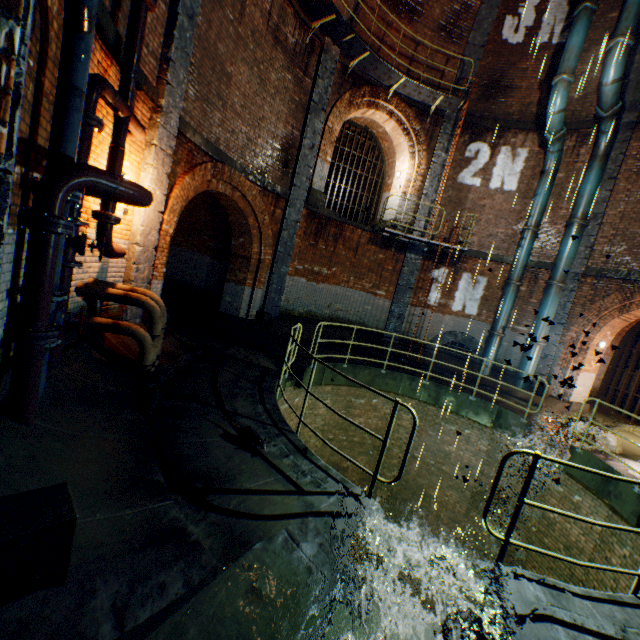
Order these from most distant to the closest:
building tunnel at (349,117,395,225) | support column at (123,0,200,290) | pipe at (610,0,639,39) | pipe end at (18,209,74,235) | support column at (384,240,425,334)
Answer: building tunnel at (349,117,395,225)
support column at (384,240,425,334)
pipe at (610,0,639,39)
support column at (123,0,200,290)
pipe end at (18,209,74,235)

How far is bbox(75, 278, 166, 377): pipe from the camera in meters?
4.9 m

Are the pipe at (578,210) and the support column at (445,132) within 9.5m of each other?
yes

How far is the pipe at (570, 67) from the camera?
9.4 meters

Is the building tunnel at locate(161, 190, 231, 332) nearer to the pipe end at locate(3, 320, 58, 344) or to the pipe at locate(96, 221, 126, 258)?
the pipe at locate(96, 221, 126, 258)

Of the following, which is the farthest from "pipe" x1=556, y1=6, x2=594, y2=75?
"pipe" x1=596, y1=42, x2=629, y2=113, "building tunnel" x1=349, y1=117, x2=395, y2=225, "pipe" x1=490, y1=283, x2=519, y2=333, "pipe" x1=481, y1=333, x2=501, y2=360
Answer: "pipe" x1=481, y1=333, x2=501, y2=360

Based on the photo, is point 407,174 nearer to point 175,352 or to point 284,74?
point 284,74

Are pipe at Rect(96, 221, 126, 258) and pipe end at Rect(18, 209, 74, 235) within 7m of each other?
yes
